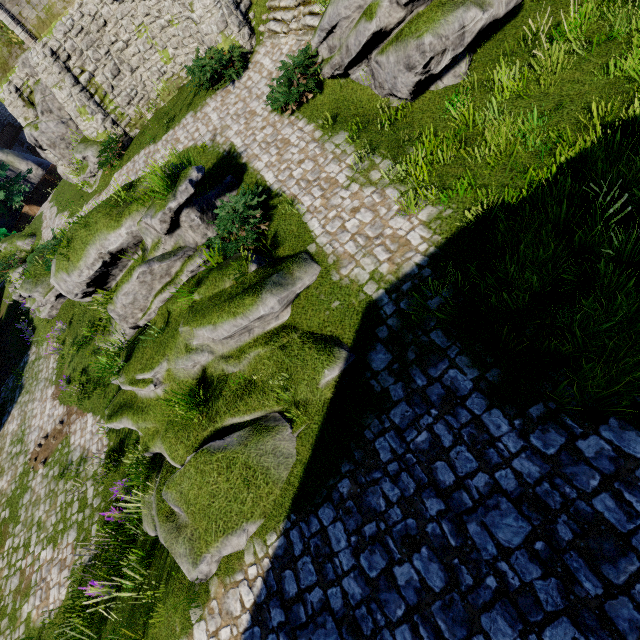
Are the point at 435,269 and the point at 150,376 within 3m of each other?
no

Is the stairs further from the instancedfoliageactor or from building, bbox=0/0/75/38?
the instancedfoliageactor

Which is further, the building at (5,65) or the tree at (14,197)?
the tree at (14,197)

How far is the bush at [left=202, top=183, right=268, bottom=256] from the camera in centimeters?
787cm

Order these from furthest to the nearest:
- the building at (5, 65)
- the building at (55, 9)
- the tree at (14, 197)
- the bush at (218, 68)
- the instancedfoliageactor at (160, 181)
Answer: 1. the tree at (14, 197)
2. the building at (5, 65)
3. the building at (55, 9)
4. the bush at (218, 68)
5. the instancedfoliageactor at (160, 181)

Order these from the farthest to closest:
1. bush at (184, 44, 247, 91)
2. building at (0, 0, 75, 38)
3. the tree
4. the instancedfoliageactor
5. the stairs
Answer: the tree
building at (0, 0, 75, 38)
bush at (184, 44, 247, 91)
the stairs
the instancedfoliageactor

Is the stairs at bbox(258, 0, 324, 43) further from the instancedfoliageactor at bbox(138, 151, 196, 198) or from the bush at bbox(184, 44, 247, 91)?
the instancedfoliageactor at bbox(138, 151, 196, 198)

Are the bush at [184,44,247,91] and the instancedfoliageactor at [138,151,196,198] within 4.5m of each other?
no
